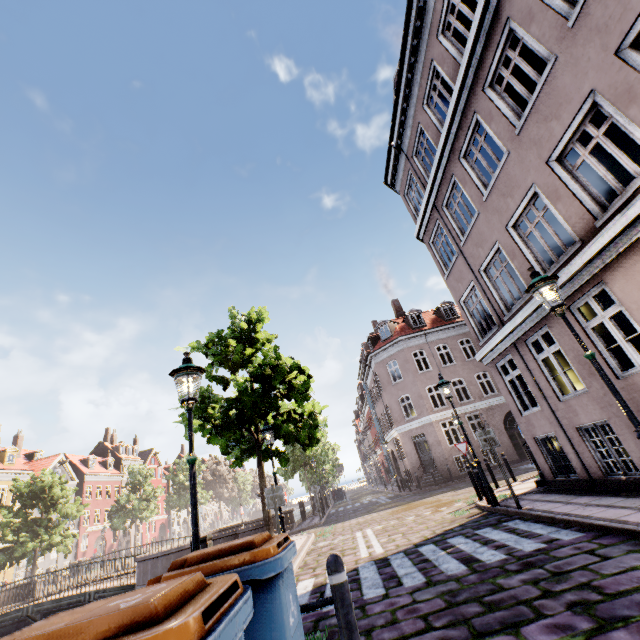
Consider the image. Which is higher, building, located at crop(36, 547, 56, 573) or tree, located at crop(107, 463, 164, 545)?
tree, located at crop(107, 463, 164, 545)

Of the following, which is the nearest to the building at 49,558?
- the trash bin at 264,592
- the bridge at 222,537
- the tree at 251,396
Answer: the tree at 251,396

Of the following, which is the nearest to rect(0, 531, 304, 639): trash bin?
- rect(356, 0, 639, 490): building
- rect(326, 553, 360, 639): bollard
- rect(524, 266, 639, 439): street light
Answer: rect(326, 553, 360, 639): bollard

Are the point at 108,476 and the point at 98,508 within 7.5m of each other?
yes

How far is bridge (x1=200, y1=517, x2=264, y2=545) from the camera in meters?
13.0 m

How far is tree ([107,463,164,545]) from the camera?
36.9 meters

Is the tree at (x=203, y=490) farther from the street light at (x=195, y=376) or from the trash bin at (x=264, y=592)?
the trash bin at (x=264, y=592)

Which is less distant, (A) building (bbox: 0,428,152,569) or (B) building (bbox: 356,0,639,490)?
(B) building (bbox: 356,0,639,490)
